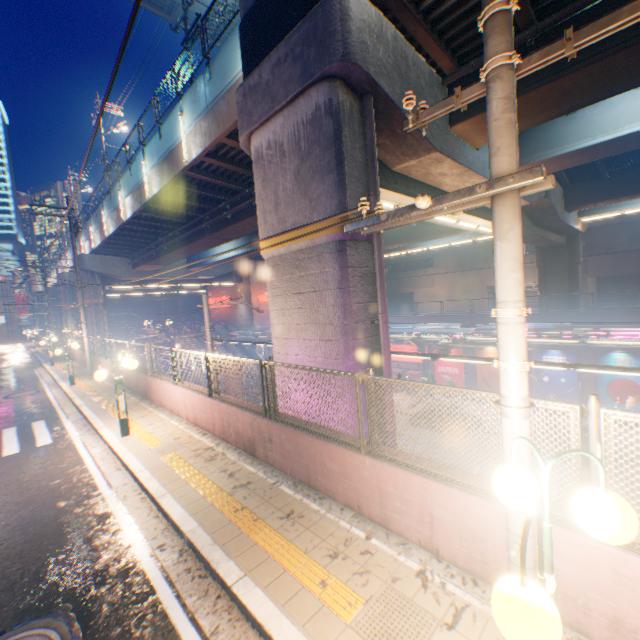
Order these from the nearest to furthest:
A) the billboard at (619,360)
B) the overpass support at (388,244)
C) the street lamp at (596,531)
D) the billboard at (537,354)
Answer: the street lamp at (596,531) < the overpass support at (388,244) < the billboard at (619,360) < the billboard at (537,354)

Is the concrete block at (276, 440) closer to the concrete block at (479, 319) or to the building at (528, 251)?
the concrete block at (479, 319)

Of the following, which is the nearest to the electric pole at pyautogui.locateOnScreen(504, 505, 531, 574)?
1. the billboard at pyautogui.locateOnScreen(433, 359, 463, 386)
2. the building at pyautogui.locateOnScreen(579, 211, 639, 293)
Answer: the billboard at pyautogui.locateOnScreen(433, 359, 463, 386)

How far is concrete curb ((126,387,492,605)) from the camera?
3.7 meters

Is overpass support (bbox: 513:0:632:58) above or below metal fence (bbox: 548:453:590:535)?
above

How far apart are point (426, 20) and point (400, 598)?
10.74m

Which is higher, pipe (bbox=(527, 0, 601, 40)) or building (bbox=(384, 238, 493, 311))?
pipe (bbox=(527, 0, 601, 40))

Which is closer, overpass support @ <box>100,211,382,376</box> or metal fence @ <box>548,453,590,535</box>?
metal fence @ <box>548,453,590,535</box>
